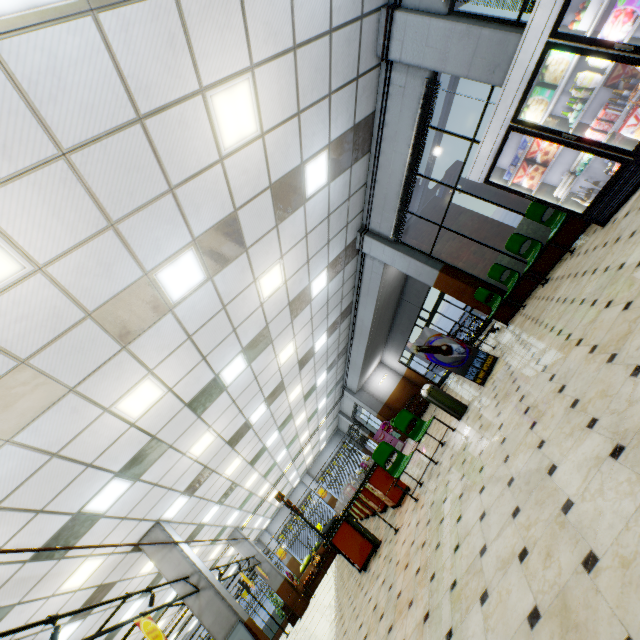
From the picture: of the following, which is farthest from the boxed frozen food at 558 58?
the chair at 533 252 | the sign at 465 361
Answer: the sign at 465 361

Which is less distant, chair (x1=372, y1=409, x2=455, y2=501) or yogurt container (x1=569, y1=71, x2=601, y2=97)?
yogurt container (x1=569, y1=71, x2=601, y2=97)

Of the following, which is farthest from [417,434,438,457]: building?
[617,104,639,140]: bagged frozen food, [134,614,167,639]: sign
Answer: [134,614,167,639]: sign

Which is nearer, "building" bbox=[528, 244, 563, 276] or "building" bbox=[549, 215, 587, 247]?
"building" bbox=[549, 215, 587, 247]

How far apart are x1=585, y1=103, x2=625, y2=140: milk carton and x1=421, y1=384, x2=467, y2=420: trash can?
5.03m

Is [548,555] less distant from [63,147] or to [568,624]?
[568,624]

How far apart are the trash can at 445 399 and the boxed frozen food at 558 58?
5.5m

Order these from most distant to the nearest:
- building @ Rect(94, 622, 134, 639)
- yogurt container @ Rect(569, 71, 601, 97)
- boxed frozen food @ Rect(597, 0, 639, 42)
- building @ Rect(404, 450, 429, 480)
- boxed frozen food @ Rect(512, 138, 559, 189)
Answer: building @ Rect(94, 622, 134, 639) → building @ Rect(404, 450, 429, 480) → boxed frozen food @ Rect(512, 138, 559, 189) → yogurt container @ Rect(569, 71, 601, 97) → boxed frozen food @ Rect(597, 0, 639, 42)
